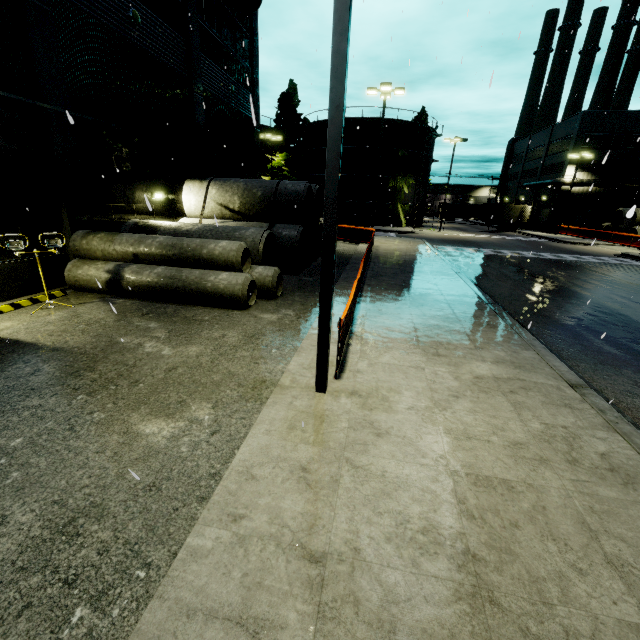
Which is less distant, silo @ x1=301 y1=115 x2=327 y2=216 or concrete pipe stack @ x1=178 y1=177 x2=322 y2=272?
concrete pipe stack @ x1=178 y1=177 x2=322 y2=272

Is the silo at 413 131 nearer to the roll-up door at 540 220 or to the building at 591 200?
the building at 591 200

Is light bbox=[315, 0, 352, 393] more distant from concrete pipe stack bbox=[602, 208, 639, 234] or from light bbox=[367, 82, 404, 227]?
concrete pipe stack bbox=[602, 208, 639, 234]

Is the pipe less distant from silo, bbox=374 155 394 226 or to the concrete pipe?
silo, bbox=374 155 394 226

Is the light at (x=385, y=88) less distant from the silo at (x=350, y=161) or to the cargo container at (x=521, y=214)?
the silo at (x=350, y=161)

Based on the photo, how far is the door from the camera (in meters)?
44.41

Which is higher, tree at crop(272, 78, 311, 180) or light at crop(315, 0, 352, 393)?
tree at crop(272, 78, 311, 180)

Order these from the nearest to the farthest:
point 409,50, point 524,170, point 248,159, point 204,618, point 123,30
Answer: point 204,618, point 123,30, point 409,50, point 248,159, point 524,170
